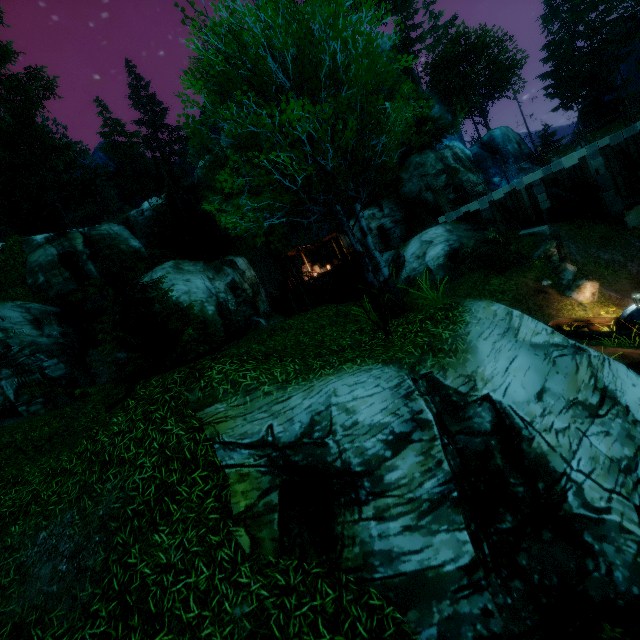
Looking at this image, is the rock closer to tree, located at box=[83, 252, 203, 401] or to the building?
tree, located at box=[83, 252, 203, 401]

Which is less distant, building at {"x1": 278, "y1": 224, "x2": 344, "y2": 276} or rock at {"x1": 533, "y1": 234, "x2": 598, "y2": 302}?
rock at {"x1": 533, "y1": 234, "x2": 598, "y2": 302}

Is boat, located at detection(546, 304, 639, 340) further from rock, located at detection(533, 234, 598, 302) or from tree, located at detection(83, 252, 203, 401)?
tree, located at detection(83, 252, 203, 401)

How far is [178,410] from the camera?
6.3 meters

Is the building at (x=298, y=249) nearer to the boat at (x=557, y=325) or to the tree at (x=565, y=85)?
the tree at (x=565, y=85)

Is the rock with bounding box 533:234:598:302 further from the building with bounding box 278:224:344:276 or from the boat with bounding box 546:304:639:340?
the building with bounding box 278:224:344:276

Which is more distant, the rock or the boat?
the rock

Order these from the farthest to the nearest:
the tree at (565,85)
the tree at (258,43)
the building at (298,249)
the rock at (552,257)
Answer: the tree at (565,85)
the building at (298,249)
the rock at (552,257)
the tree at (258,43)
